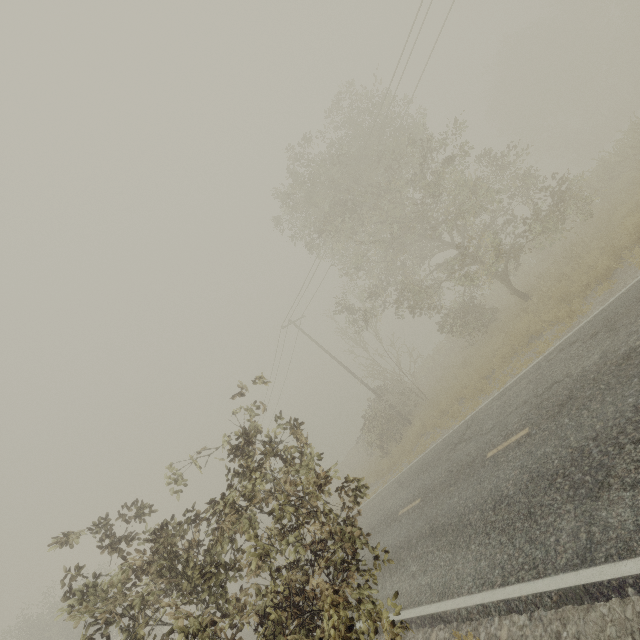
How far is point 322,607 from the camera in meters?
4.5
